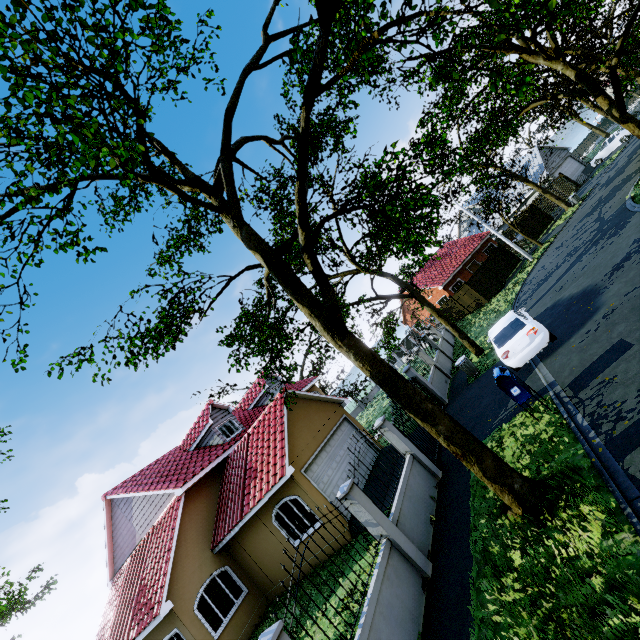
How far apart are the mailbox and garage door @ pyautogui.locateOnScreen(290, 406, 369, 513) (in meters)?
7.78

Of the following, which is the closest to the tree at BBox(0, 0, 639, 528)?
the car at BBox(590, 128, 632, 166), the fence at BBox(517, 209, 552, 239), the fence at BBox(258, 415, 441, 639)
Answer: the fence at BBox(258, 415, 441, 639)

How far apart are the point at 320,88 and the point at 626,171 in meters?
27.4 m

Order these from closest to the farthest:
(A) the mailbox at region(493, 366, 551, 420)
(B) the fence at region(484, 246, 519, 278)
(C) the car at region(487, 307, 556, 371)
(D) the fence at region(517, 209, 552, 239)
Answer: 1. (A) the mailbox at region(493, 366, 551, 420)
2. (C) the car at region(487, 307, 556, 371)
3. (B) the fence at region(484, 246, 519, 278)
4. (D) the fence at region(517, 209, 552, 239)

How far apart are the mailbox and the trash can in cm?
593

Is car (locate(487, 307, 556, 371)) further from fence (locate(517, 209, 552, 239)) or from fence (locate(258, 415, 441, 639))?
fence (locate(517, 209, 552, 239))

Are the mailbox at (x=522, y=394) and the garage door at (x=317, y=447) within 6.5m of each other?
no

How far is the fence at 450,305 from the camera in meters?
29.8
